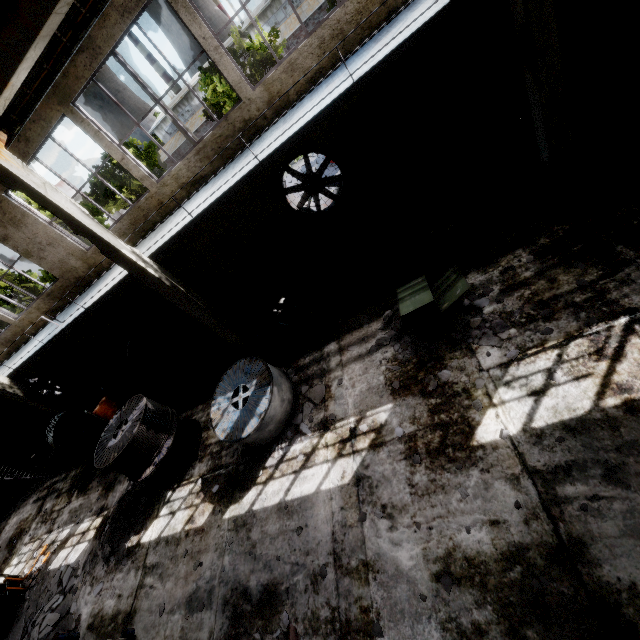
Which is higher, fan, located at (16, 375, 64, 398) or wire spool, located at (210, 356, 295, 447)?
fan, located at (16, 375, 64, 398)

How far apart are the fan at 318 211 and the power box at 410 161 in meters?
0.9

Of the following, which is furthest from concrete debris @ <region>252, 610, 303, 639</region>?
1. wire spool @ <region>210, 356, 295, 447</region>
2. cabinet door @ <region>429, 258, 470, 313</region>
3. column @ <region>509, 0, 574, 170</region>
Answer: column @ <region>509, 0, 574, 170</region>

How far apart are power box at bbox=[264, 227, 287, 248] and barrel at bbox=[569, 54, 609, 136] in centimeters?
833cm

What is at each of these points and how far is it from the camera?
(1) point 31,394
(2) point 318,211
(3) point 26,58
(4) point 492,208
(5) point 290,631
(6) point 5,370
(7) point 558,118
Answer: (1) column, 12.8 meters
(2) fan, 11.0 meters
(3) beam, 5.6 meters
(4) concrete debris, 7.9 meters
(5) concrete debris, 5.2 meters
(6) elevated walkway, 13.7 meters
(7) column, 6.6 meters

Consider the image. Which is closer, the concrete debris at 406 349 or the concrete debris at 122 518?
the concrete debris at 406 349

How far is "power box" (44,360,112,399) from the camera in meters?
15.6 m

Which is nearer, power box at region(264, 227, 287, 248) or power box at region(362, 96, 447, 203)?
power box at region(362, 96, 447, 203)
